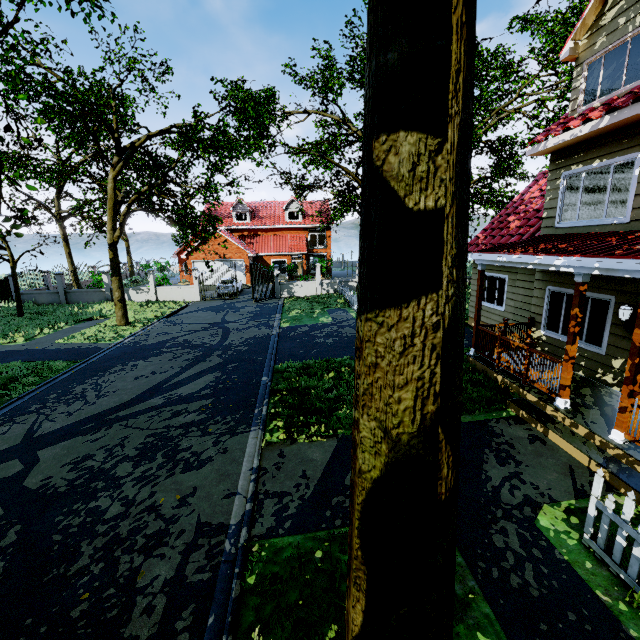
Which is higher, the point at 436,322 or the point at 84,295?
the point at 436,322

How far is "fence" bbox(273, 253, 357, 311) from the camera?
22.2m

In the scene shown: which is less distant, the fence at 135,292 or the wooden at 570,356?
the wooden at 570,356

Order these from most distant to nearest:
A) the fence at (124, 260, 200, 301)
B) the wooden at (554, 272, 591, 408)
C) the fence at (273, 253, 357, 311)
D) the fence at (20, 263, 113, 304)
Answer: the fence at (124, 260, 200, 301) → the fence at (20, 263, 113, 304) → the fence at (273, 253, 357, 311) → the wooden at (554, 272, 591, 408)

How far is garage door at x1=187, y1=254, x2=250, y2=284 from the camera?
31.9 meters

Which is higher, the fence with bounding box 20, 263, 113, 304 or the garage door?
the garage door

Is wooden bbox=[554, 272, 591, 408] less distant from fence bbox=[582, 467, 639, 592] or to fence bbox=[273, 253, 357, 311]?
fence bbox=[582, 467, 639, 592]

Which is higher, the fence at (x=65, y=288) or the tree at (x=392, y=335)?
the tree at (x=392, y=335)
